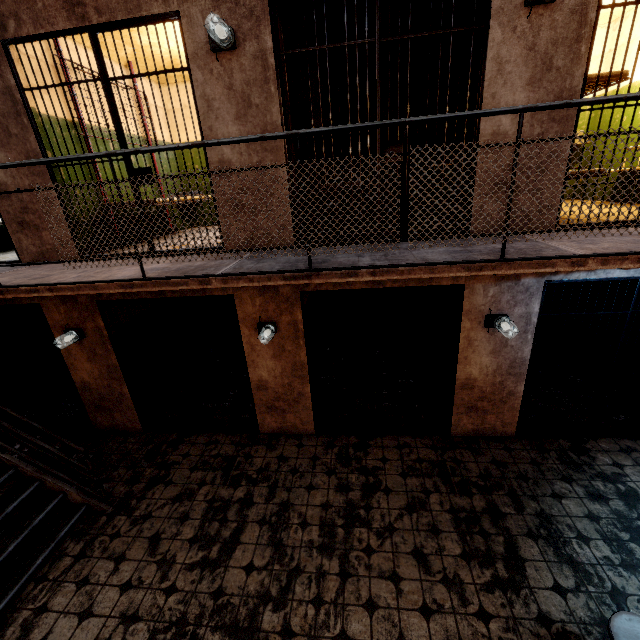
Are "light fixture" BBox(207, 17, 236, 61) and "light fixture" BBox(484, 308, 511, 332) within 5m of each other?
yes

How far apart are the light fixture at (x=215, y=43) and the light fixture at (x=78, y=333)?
→ 4.12m

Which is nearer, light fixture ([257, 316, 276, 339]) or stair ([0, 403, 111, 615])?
stair ([0, 403, 111, 615])

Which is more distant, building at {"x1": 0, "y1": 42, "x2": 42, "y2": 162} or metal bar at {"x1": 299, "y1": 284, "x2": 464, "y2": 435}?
metal bar at {"x1": 299, "y1": 284, "x2": 464, "y2": 435}

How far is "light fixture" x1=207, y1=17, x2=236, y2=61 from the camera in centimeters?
312cm

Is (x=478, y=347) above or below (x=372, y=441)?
above

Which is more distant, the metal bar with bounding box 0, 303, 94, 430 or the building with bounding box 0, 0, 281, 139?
the metal bar with bounding box 0, 303, 94, 430

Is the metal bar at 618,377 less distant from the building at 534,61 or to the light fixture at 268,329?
the building at 534,61
